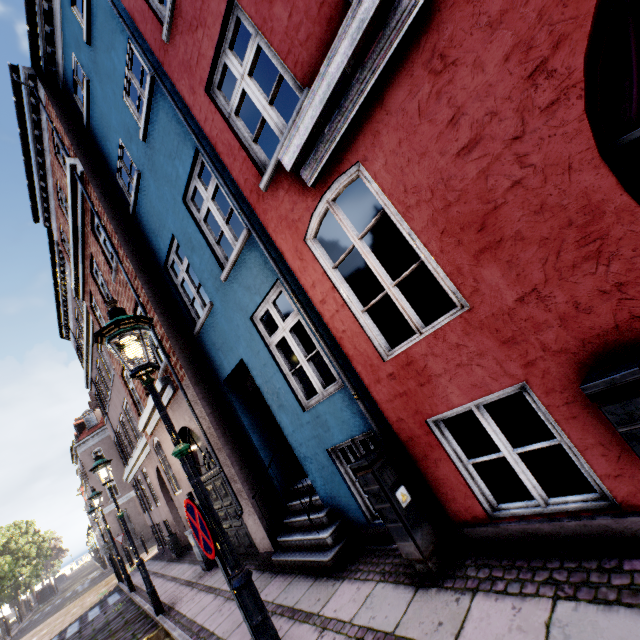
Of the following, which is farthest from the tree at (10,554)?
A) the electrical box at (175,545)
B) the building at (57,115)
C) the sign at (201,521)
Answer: the electrical box at (175,545)

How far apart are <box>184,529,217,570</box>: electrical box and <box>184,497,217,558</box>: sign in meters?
6.8 m

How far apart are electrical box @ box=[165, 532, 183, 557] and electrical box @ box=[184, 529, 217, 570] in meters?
5.3 m

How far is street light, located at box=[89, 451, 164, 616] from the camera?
7.3 meters

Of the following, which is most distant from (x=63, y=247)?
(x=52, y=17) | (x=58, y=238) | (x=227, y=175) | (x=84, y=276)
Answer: (x=227, y=175)

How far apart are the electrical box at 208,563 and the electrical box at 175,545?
5.3m

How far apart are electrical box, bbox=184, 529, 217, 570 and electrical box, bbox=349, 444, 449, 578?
7.2 meters

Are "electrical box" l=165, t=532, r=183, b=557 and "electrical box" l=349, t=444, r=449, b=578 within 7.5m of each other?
no
